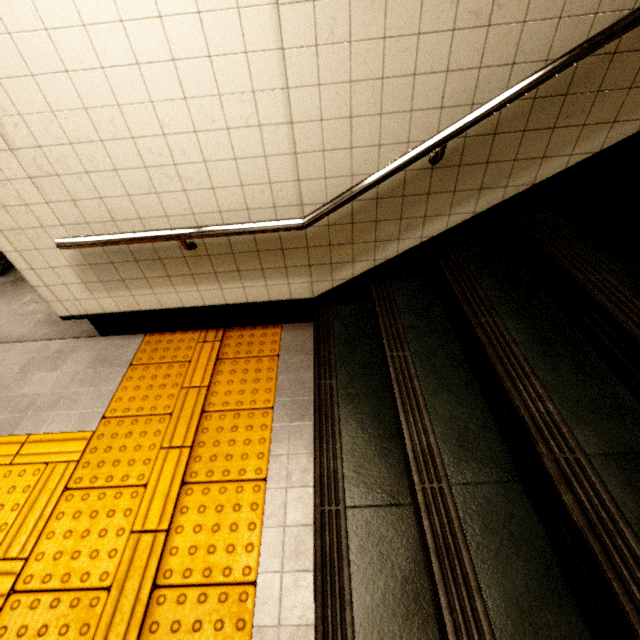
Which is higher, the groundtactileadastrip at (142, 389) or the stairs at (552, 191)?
the stairs at (552, 191)

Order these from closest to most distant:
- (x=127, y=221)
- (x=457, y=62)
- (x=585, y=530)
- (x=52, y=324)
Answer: (x=585, y=530) < (x=457, y=62) < (x=127, y=221) < (x=52, y=324)

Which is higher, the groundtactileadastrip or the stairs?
the stairs
